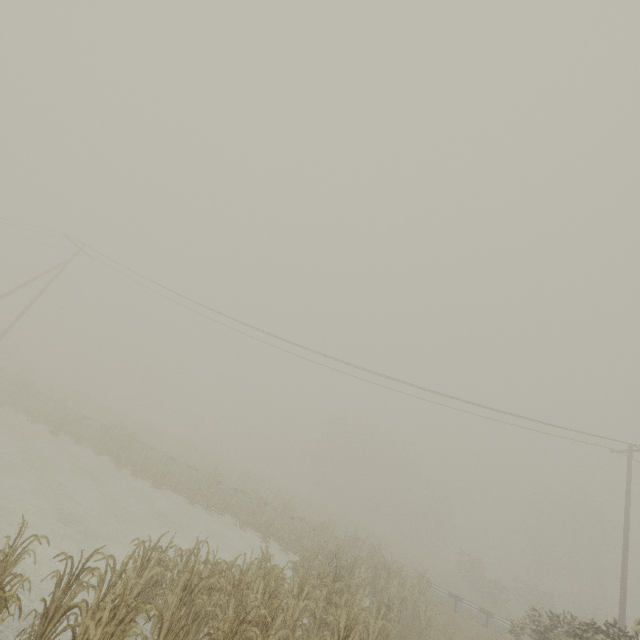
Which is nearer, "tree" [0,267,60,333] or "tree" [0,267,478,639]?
"tree" [0,267,478,639]

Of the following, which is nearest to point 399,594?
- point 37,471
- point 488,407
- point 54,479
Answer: point 488,407

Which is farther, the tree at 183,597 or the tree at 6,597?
the tree at 183,597

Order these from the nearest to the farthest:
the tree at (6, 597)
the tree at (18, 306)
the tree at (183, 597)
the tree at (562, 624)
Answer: the tree at (6, 597)
the tree at (183, 597)
the tree at (562, 624)
the tree at (18, 306)

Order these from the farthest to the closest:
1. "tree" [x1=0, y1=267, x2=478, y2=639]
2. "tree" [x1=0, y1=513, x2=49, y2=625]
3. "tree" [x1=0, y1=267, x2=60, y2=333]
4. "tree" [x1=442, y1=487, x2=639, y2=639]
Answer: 1. "tree" [x1=0, y1=267, x2=60, y2=333]
2. "tree" [x1=442, y1=487, x2=639, y2=639]
3. "tree" [x1=0, y1=267, x2=478, y2=639]
4. "tree" [x1=0, y1=513, x2=49, y2=625]

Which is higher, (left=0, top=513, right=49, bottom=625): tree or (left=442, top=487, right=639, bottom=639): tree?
(left=442, top=487, right=639, bottom=639): tree
